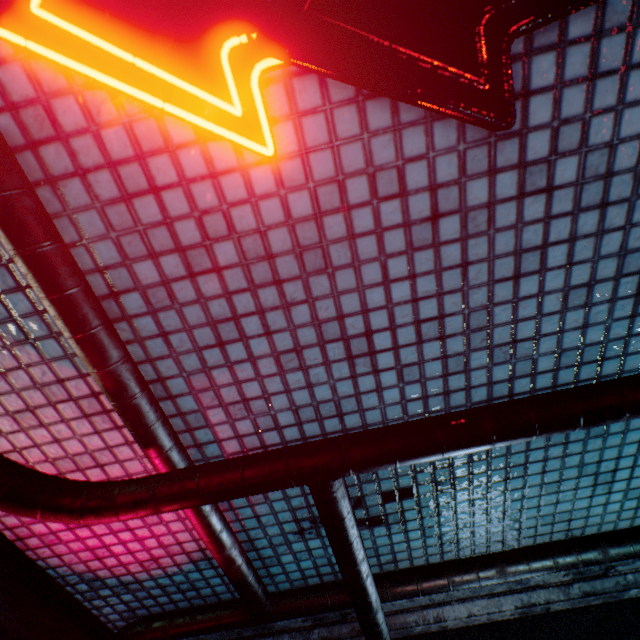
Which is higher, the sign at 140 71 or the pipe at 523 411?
the sign at 140 71

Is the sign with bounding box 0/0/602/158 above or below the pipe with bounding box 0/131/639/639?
above

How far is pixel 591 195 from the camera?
0.7 meters
